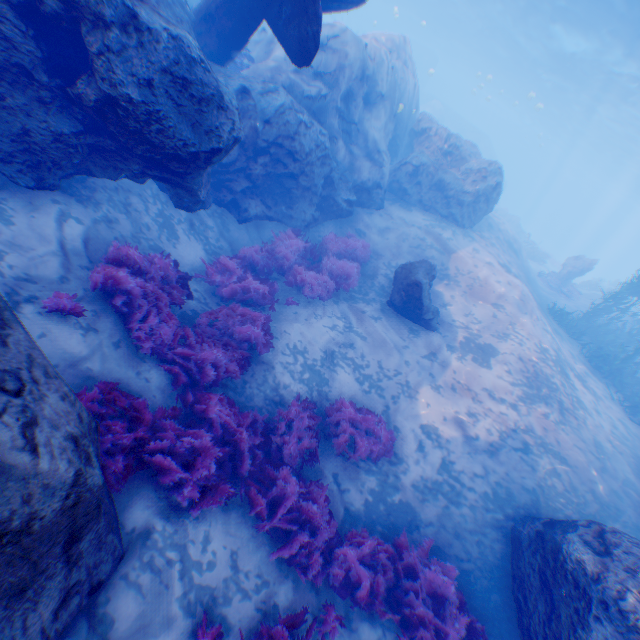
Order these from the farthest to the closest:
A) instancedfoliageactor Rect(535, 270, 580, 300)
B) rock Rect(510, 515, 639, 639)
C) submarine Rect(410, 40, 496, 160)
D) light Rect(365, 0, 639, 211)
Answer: submarine Rect(410, 40, 496, 160) → light Rect(365, 0, 639, 211) → instancedfoliageactor Rect(535, 270, 580, 300) → rock Rect(510, 515, 639, 639)

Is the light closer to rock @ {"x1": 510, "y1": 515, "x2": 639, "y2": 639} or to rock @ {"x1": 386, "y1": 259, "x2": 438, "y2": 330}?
rock @ {"x1": 510, "y1": 515, "x2": 639, "y2": 639}

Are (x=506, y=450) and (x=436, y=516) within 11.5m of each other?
yes

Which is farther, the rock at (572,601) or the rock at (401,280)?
the rock at (401,280)

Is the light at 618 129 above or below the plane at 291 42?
above

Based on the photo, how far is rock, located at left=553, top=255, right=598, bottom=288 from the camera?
21.2m

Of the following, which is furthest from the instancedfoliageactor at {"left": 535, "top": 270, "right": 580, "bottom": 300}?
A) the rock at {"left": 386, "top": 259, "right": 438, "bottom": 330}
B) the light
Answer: the rock at {"left": 386, "top": 259, "right": 438, "bottom": 330}

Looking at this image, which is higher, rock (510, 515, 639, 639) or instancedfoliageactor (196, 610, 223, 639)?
rock (510, 515, 639, 639)
